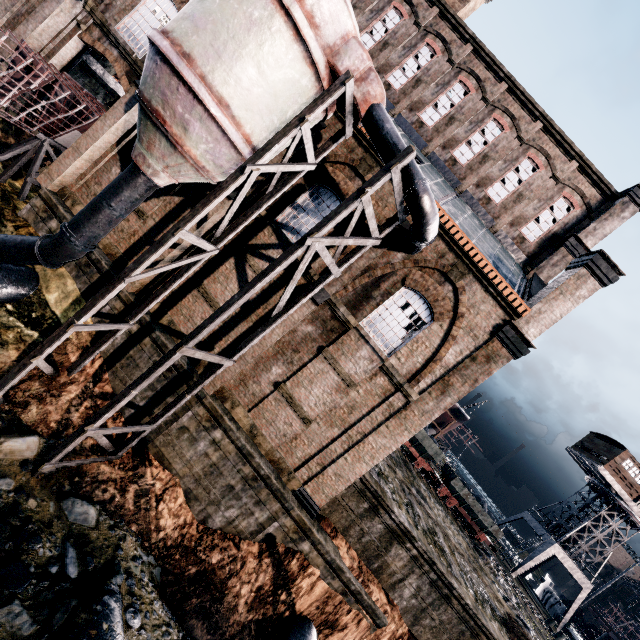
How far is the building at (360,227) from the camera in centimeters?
1384cm

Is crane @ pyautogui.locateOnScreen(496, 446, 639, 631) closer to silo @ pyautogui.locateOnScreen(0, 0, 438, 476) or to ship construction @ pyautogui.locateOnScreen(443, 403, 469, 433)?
ship construction @ pyautogui.locateOnScreen(443, 403, 469, 433)

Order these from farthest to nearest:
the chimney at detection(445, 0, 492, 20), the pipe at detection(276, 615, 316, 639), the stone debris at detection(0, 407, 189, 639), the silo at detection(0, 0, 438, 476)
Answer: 1. the chimney at detection(445, 0, 492, 20)
2. the pipe at detection(276, 615, 316, 639)
3. the silo at detection(0, 0, 438, 476)
4. the stone debris at detection(0, 407, 189, 639)

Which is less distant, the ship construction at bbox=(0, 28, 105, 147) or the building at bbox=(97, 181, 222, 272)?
the ship construction at bbox=(0, 28, 105, 147)

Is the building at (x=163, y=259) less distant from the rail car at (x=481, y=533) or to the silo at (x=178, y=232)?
the silo at (x=178, y=232)

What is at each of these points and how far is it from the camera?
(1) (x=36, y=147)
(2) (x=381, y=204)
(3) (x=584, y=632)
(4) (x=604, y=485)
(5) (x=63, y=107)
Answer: (1) wooden support structure, 15.1m
(2) building, 13.8m
(3) ship, 43.3m
(4) crane, 35.0m
(5) ship construction, 16.5m

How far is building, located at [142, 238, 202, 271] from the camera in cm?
1396

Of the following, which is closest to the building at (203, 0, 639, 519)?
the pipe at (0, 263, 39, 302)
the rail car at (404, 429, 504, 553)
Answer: the pipe at (0, 263, 39, 302)
